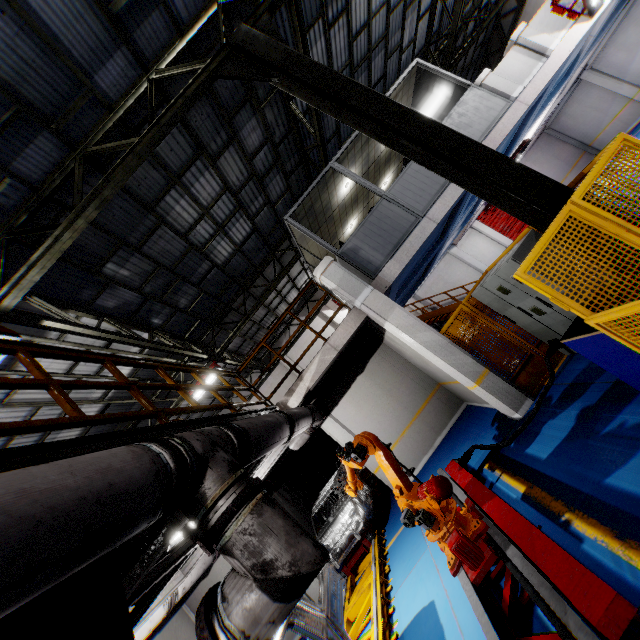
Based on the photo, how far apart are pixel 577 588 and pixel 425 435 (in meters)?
8.13

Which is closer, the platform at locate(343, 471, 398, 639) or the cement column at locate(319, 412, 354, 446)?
the platform at locate(343, 471, 398, 639)

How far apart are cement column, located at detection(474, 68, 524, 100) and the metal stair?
9.4 meters

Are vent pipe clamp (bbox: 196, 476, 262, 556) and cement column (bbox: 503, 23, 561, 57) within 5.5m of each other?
no

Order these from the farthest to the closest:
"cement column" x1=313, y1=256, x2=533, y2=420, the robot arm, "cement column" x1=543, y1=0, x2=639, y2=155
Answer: "cement column" x1=543, y1=0, x2=639, y2=155
"cement column" x1=313, y1=256, x2=533, y2=420
the robot arm

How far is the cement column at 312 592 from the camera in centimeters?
955cm

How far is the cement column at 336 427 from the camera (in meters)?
10.48

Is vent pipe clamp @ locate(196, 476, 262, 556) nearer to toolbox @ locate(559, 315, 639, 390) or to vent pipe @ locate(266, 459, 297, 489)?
toolbox @ locate(559, 315, 639, 390)
